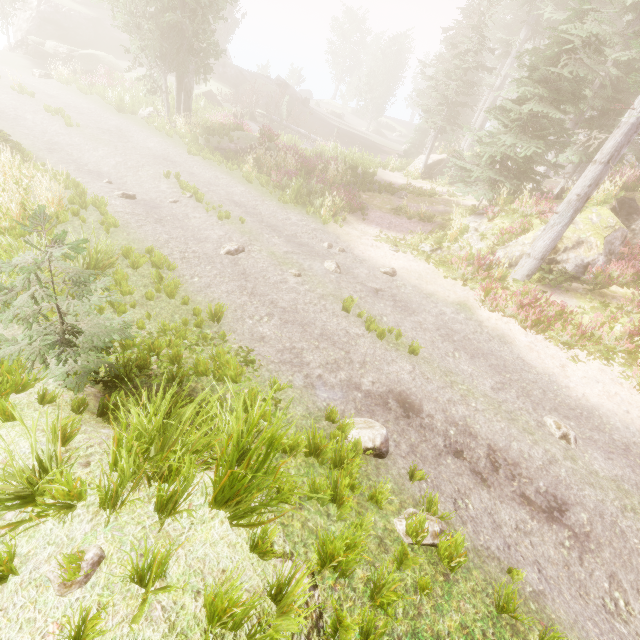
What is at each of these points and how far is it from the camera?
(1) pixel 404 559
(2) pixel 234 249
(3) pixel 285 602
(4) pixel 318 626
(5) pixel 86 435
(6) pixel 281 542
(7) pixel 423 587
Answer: (1) instancedfoliageactor, 3.2 meters
(2) instancedfoliageactor, 9.4 meters
(3) instancedfoliageactor, 2.4 meters
(4) rock, 2.6 meters
(5) rock, 3.2 meters
(6) rock, 3.1 meters
(7) instancedfoliageactor, 3.0 meters

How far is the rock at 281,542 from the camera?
2.79m

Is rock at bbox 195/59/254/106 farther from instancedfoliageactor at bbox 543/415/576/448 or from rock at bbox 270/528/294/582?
rock at bbox 270/528/294/582

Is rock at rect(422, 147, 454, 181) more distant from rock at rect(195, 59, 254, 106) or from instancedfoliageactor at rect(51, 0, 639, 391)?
rock at rect(195, 59, 254, 106)

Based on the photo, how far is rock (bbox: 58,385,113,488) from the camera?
2.8m

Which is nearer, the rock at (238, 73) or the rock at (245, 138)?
the rock at (245, 138)

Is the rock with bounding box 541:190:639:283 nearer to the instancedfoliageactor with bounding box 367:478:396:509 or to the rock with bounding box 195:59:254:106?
the instancedfoliageactor with bounding box 367:478:396:509

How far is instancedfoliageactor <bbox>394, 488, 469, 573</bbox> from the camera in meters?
3.2
